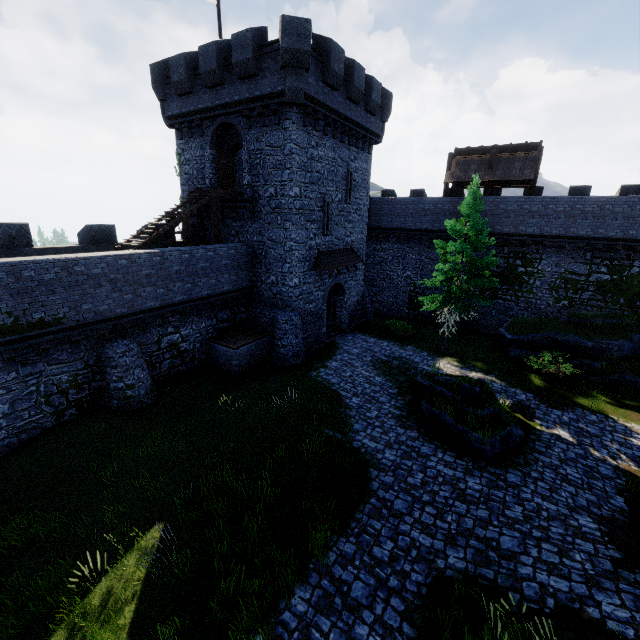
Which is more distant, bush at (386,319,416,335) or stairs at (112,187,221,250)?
bush at (386,319,416,335)

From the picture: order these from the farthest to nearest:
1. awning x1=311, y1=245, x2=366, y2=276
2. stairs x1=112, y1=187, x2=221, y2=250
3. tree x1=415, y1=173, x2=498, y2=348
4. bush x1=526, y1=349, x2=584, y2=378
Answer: awning x1=311, y1=245, x2=366, y2=276, tree x1=415, y1=173, x2=498, y2=348, bush x1=526, y1=349, x2=584, y2=378, stairs x1=112, y1=187, x2=221, y2=250

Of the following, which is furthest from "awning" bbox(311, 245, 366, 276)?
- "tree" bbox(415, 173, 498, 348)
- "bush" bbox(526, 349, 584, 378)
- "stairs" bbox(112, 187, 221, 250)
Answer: "bush" bbox(526, 349, 584, 378)

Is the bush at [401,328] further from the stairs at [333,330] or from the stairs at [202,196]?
the stairs at [202,196]

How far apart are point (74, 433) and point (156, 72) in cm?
2063

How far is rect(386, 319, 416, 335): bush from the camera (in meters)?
23.75

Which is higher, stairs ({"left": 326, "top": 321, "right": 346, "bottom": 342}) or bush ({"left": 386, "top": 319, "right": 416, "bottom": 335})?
bush ({"left": 386, "top": 319, "right": 416, "bottom": 335})

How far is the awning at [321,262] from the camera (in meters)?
19.91
